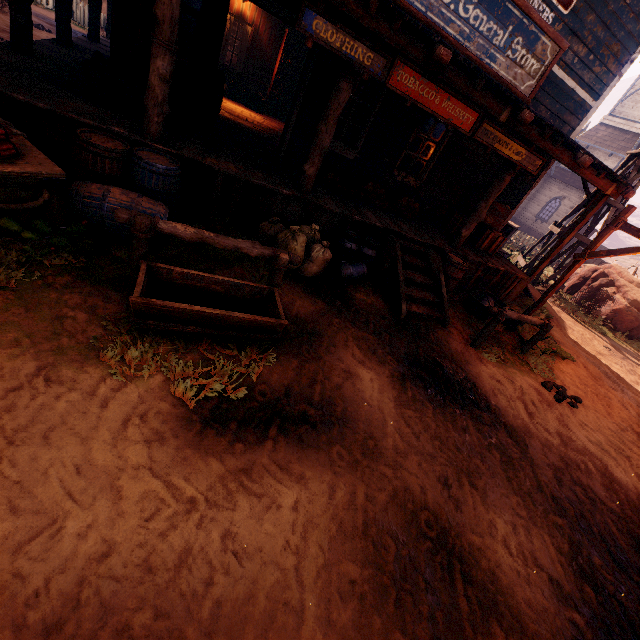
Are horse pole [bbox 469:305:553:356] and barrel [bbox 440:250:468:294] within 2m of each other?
yes

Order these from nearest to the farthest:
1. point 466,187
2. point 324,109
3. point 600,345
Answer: point 324,109
point 466,187
point 600,345

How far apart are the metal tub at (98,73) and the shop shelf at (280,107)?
7.8m

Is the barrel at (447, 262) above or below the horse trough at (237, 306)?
above

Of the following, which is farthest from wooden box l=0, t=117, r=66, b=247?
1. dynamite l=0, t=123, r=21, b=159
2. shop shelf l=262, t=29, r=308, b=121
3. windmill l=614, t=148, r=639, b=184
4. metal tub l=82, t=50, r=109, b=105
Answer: windmill l=614, t=148, r=639, b=184

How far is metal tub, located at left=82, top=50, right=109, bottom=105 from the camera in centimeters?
478cm

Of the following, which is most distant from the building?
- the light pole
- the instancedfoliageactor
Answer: the instancedfoliageactor

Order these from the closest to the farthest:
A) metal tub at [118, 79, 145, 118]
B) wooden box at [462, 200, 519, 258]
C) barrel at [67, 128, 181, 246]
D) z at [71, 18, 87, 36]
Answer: barrel at [67, 128, 181, 246]
metal tub at [118, 79, 145, 118]
wooden box at [462, 200, 519, 258]
z at [71, 18, 87, 36]
